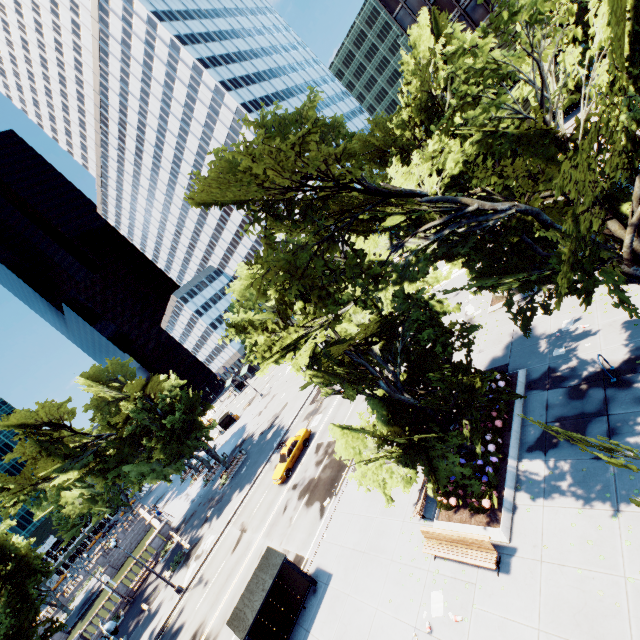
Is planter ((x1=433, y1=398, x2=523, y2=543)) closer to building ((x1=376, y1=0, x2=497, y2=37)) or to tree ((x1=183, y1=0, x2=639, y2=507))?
tree ((x1=183, y1=0, x2=639, y2=507))

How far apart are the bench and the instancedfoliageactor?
0.91m

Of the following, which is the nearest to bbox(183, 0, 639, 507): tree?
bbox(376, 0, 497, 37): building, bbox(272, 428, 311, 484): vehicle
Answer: bbox(272, 428, 311, 484): vehicle

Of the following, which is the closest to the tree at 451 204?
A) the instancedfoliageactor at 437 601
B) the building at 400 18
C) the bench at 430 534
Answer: Result: the bench at 430 534

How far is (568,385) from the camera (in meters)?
13.16

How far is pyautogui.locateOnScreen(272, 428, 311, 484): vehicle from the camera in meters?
27.1 m

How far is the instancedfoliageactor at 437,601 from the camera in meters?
10.6 m

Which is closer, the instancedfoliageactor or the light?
the instancedfoliageactor
